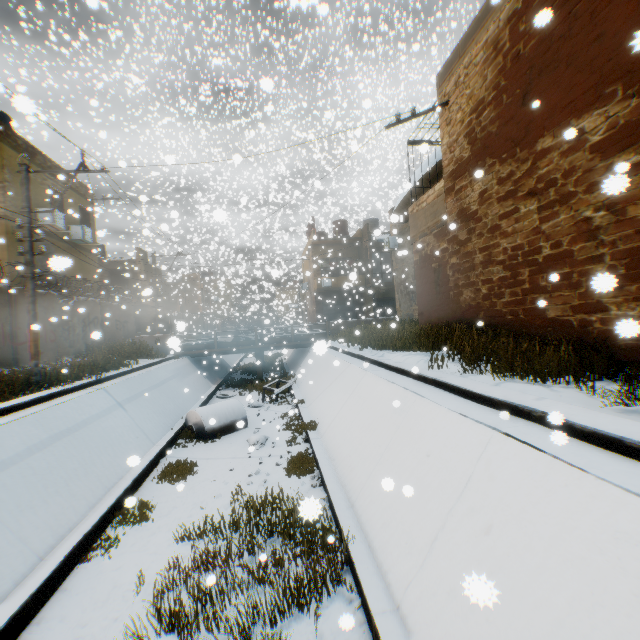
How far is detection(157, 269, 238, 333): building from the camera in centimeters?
3156cm

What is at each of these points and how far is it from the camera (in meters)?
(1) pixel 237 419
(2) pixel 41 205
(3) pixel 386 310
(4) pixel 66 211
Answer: (1) water tank, 12.41
(2) building, 15.14
(3) wooden gate, 31.53
(4) building, 17.05

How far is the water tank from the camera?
11.48m

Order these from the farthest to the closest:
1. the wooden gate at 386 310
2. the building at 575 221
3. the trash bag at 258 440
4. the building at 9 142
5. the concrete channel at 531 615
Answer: the wooden gate at 386 310 → the building at 9 142 → the trash bag at 258 440 → the building at 575 221 → the concrete channel at 531 615

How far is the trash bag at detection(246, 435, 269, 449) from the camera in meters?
10.5 m

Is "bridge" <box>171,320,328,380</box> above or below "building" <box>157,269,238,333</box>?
below

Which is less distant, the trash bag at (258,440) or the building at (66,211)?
the trash bag at (258,440)

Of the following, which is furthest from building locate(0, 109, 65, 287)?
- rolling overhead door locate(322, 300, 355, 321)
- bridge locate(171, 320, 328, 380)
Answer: bridge locate(171, 320, 328, 380)
